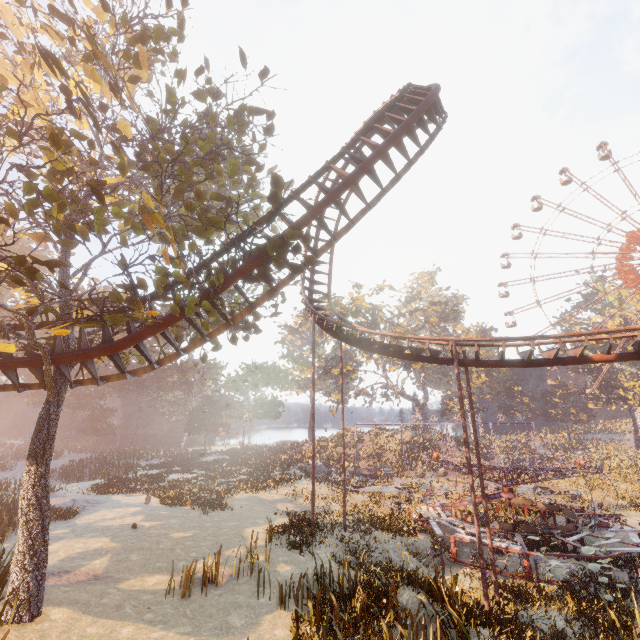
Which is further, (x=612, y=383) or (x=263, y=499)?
(x=612, y=383)

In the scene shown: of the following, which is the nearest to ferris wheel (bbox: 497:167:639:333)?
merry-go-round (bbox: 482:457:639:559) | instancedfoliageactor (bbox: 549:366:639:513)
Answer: instancedfoliageactor (bbox: 549:366:639:513)

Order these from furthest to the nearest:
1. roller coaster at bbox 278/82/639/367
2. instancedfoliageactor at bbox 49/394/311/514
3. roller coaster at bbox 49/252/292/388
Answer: instancedfoliageactor at bbox 49/394/311/514 < roller coaster at bbox 278/82/639/367 < roller coaster at bbox 49/252/292/388

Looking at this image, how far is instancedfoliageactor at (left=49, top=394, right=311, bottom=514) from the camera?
24.8 meters

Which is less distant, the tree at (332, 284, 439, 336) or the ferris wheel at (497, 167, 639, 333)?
the tree at (332, 284, 439, 336)

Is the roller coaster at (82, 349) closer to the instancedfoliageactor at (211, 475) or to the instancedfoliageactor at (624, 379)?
the instancedfoliageactor at (211, 475)

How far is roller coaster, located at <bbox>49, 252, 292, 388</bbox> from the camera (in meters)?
9.78

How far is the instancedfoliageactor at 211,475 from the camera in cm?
2484
